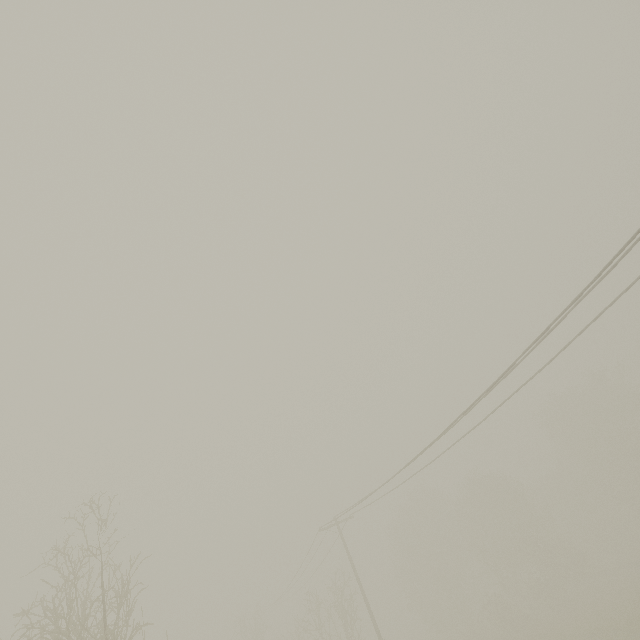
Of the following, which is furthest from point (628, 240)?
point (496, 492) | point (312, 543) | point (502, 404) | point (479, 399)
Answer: point (496, 492)
